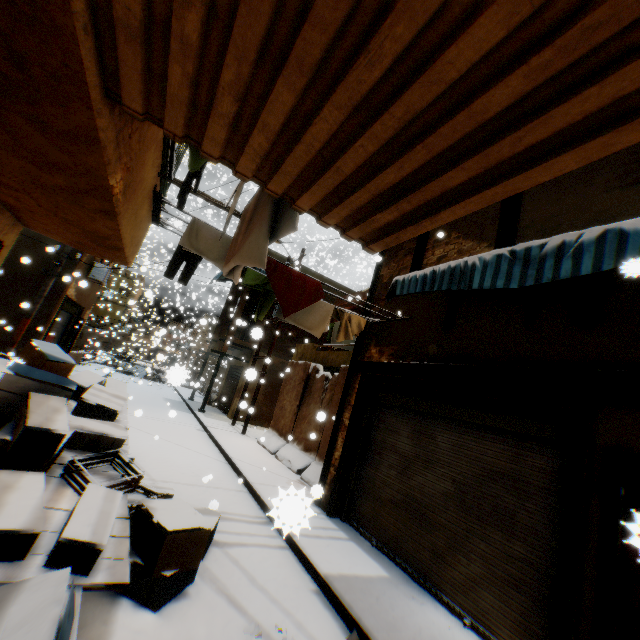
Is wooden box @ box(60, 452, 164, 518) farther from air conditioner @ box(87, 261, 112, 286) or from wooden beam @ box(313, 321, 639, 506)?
air conditioner @ box(87, 261, 112, 286)

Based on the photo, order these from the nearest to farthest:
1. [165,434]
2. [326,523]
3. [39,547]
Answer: [39,547]
[326,523]
[165,434]

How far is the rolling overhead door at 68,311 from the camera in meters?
14.4 m

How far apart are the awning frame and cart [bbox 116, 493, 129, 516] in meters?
4.7 m

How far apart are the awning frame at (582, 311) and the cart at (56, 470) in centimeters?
466cm

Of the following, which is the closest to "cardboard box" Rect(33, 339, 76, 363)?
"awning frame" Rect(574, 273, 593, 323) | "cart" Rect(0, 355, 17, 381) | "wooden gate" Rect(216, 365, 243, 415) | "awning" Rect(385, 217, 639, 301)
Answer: "cart" Rect(0, 355, 17, 381)

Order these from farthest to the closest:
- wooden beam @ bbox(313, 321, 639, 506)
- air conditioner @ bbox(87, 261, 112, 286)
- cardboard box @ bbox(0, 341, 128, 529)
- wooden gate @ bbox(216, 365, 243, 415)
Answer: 1. wooden gate @ bbox(216, 365, 243, 415)
2. air conditioner @ bbox(87, 261, 112, 286)
3. wooden beam @ bbox(313, 321, 639, 506)
4. cardboard box @ bbox(0, 341, 128, 529)
